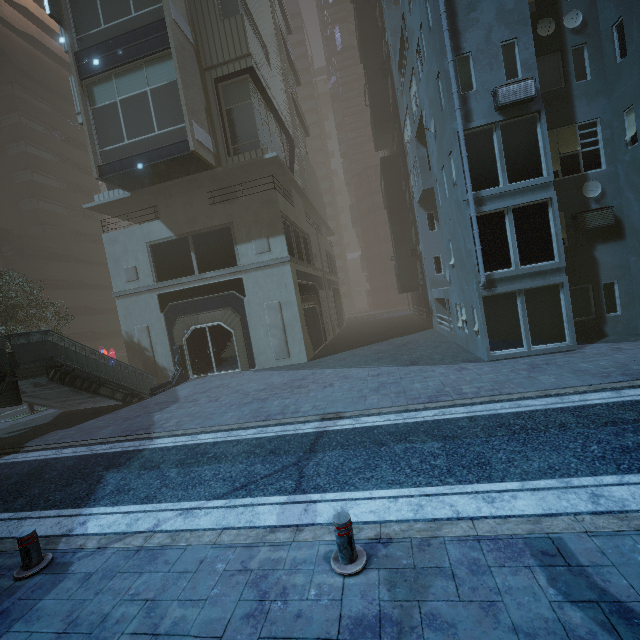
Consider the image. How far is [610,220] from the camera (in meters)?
12.01

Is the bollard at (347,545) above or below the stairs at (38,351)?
below

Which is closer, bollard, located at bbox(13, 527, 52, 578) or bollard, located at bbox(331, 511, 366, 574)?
bollard, located at bbox(331, 511, 366, 574)

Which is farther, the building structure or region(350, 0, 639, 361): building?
the building structure

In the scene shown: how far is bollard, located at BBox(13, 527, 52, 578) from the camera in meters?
4.9 m

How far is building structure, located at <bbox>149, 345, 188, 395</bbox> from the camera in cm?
1725

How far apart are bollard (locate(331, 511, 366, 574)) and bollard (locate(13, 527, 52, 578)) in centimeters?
467cm

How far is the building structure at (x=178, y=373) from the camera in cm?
1725
